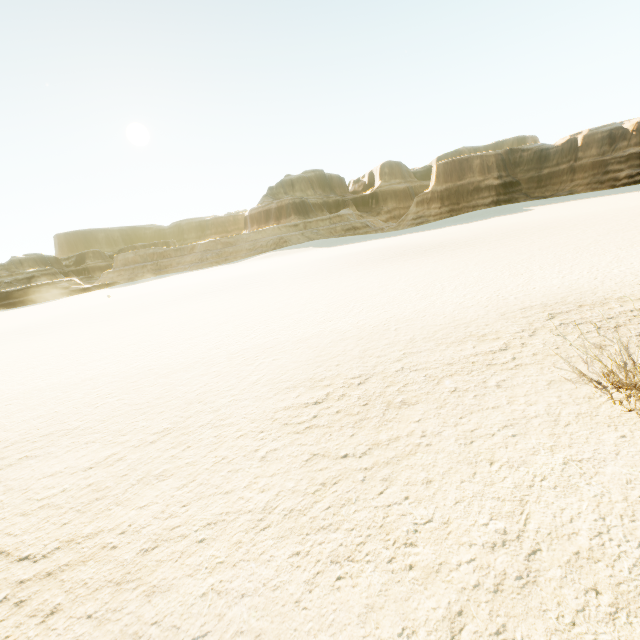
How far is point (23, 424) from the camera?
7.2 meters
